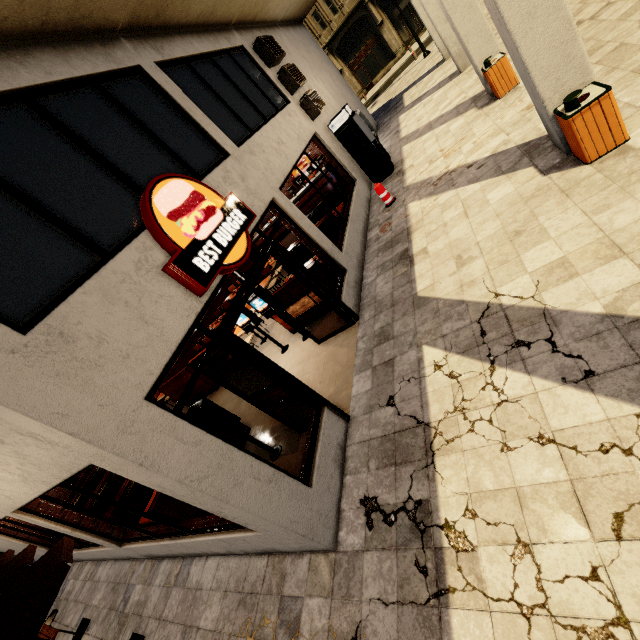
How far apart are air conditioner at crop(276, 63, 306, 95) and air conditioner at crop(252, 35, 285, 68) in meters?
0.2 m

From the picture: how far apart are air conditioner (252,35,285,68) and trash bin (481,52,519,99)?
5.5m

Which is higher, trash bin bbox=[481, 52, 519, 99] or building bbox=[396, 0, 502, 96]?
building bbox=[396, 0, 502, 96]

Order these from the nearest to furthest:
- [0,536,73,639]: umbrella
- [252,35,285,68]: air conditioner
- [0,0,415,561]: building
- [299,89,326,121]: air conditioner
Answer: [0,0,415,561]: building
[0,536,73,639]: umbrella
[252,35,285,68]: air conditioner
[299,89,326,121]: air conditioner

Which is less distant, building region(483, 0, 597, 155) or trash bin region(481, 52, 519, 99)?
building region(483, 0, 597, 155)

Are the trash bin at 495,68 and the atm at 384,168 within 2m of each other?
no

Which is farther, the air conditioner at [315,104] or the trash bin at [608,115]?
the air conditioner at [315,104]

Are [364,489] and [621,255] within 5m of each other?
yes
